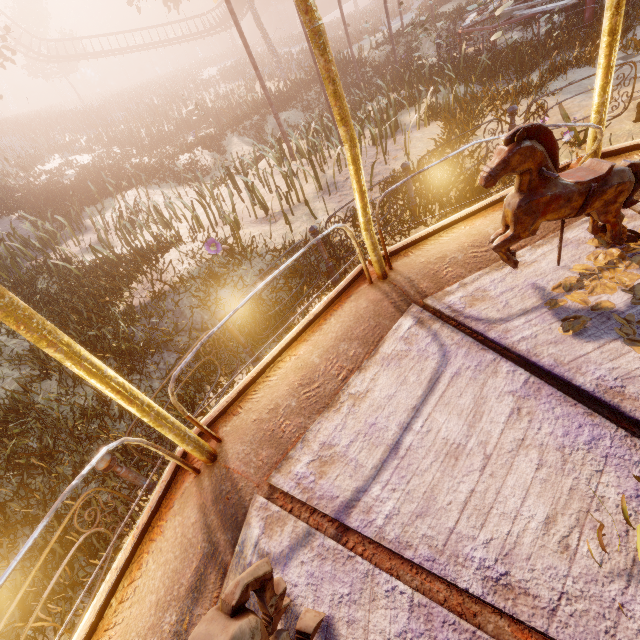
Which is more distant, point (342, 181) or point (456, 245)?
point (342, 181)

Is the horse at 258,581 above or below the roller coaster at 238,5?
below

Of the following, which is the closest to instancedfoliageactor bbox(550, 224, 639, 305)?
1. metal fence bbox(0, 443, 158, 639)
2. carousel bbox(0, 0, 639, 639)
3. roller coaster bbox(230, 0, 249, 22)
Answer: carousel bbox(0, 0, 639, 639)

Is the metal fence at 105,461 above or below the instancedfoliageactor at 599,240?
below

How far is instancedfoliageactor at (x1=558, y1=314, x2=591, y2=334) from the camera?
1.9 meters

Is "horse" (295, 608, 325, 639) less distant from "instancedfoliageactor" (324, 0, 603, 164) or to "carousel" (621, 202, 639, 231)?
"carousel" (621, 202, 639, 231)
